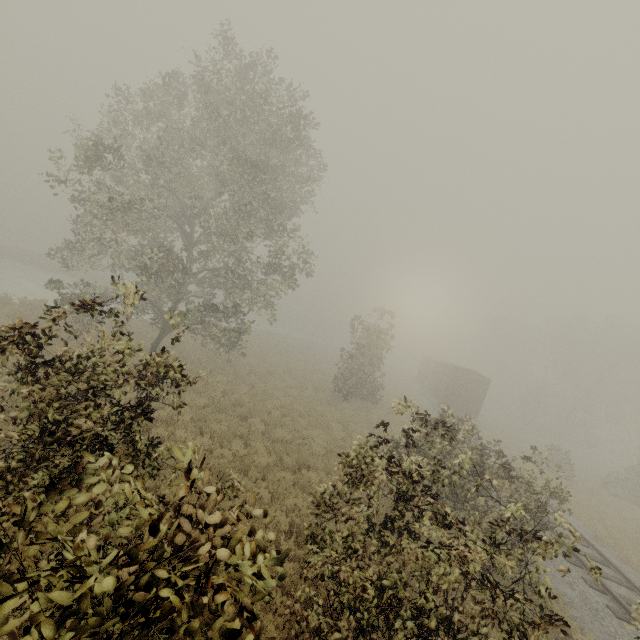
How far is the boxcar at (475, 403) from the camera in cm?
2878

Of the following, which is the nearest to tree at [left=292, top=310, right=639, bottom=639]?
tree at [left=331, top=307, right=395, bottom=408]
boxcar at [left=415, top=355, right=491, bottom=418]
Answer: tree at [left=331, top=307, right=395, bottom=408]

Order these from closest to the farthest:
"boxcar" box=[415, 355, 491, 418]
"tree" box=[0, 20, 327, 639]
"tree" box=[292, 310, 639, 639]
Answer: "tree" box=[0, 20, 327, 639], "tree" box=[292, 310, 639, 639], "boxcar" box=[415, 355, 491, 418]

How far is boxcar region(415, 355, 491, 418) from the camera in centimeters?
2878cm

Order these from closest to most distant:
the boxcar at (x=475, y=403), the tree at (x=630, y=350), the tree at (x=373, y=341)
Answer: the tree at (x=630, y=350) < the tree at (x=373, y=341) < the boxcar at (x=475, y=403)

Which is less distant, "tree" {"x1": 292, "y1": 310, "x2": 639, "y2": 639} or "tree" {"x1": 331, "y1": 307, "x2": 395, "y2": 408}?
"tree" {"x1": 292, "y1": 310, "x2": 639, "y2": 639}

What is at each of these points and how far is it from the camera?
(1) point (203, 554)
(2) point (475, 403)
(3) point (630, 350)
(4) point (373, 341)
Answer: (1) tree, 2.7 meters
(2) boxcar, 28.8 meters
(3) tree, 37.4 meters
(4) tree, 28.1 meters

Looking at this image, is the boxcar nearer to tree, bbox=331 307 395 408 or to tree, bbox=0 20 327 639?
tree, bbox=331 307 395 408
